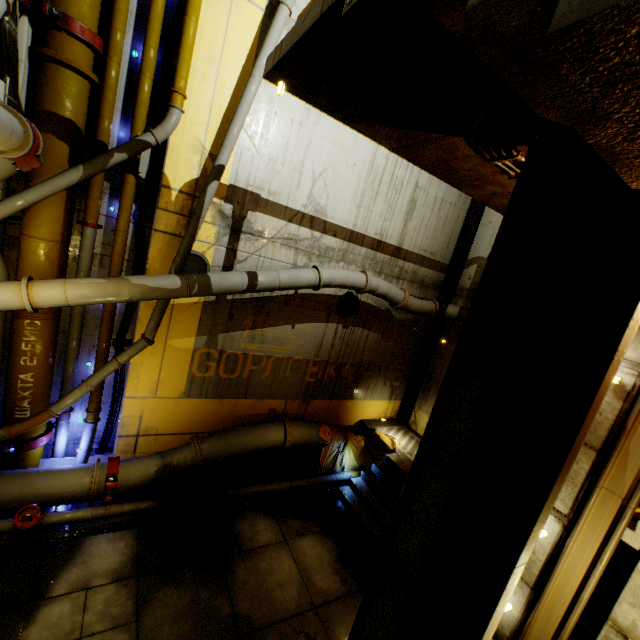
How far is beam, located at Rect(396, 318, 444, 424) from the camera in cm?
1174

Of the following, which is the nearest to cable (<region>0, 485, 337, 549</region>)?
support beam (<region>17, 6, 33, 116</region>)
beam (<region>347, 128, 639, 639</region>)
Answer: beam (<region>347, 128, 639, 639</region>)

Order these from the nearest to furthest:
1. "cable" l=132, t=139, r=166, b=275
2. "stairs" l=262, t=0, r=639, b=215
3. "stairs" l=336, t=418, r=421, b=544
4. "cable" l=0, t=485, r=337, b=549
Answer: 1. "stairs" l=262, t=0, r=639, b=215
2. "cable" l=0, t=485, r=337, b=549
3. "cable" l=132, t=139, r=166, b=275
4. "stairs" l=336, t=418, r=421, b=544

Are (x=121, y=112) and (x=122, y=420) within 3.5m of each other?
no

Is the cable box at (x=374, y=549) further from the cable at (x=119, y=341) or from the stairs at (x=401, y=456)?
the cable at (x=119, y=341)

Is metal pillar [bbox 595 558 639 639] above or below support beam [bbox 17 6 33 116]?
below

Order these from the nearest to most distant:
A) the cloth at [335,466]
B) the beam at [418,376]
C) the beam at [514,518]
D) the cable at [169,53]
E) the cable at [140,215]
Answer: the beam at [514,518], the cable at [169,53], the cable at [140,215], the cloth at [335,466], the beam at [418,376]

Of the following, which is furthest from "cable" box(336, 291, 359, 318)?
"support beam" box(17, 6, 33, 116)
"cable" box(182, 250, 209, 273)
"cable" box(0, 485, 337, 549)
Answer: "support beam" box(17, 6, 33, 116)
